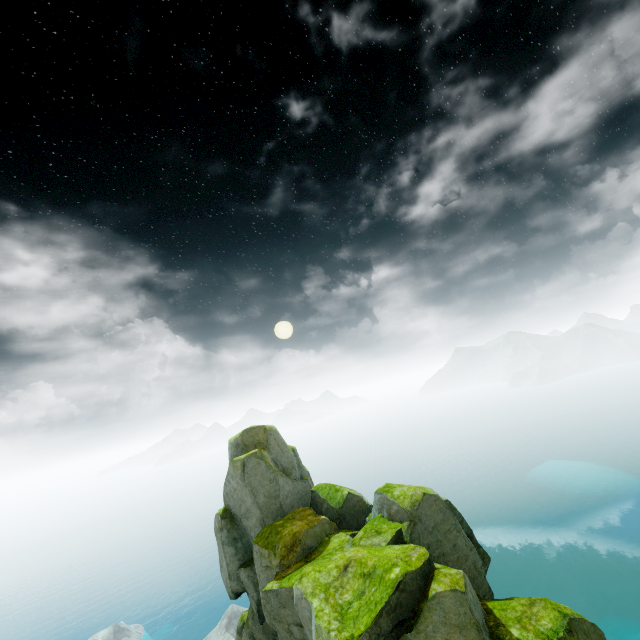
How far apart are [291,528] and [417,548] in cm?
473
